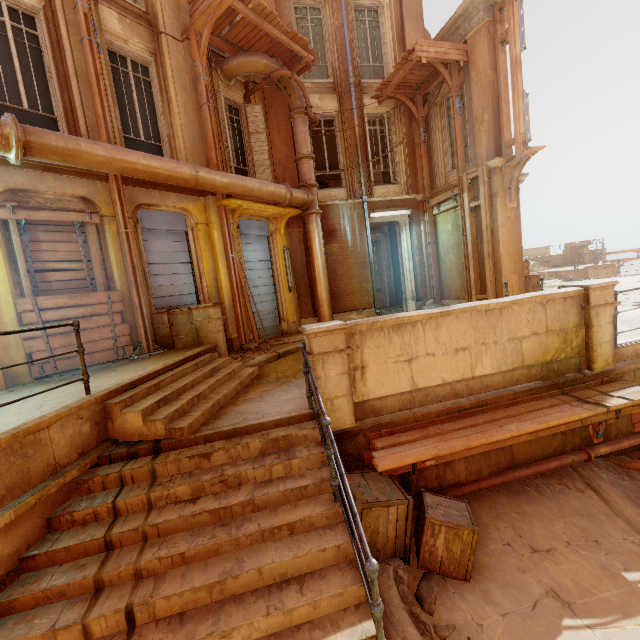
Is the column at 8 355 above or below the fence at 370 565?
above

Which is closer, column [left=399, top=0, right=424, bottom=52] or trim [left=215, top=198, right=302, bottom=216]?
trim [left=215, top=198, right=302, bottom=216]

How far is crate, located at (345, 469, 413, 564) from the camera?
3.7m

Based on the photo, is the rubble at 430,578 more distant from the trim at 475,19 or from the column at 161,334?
the trim at 475,19

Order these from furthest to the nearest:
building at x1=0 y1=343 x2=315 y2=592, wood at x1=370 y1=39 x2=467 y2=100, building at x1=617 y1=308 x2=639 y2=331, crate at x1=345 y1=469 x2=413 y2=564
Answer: wood at x1=370 y1=39 x2=467 y2=100
building at x1=617 y1=308 x2=639 y2=331
crate at x1=345 y1=469 x2=413 y2=564
building at x1=0 y1=343 x2=315 y2=592

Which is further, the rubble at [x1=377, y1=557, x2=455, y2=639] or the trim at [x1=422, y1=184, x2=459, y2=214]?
the trim at [x1=422, y1=184, x2=459, y2=214]

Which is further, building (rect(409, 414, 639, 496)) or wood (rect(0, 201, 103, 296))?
wood (rect(0, 201, 103, 296))

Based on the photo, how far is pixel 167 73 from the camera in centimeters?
827cm
